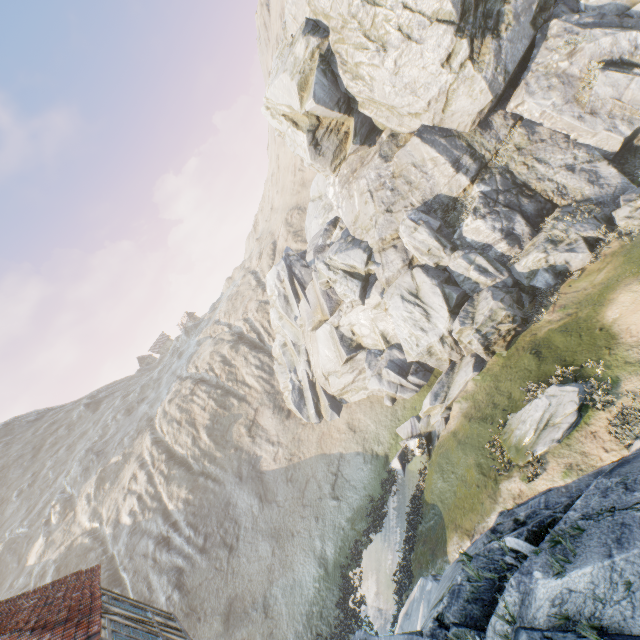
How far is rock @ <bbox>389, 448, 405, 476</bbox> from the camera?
19.4 meters

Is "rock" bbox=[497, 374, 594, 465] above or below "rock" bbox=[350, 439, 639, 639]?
below

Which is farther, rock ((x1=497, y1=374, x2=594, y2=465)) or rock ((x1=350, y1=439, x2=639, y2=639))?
rock ((x1=497, y1=374, x2=594, y2=465))

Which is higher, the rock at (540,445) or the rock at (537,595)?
the rock at (537,595)

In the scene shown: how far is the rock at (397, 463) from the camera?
19.41m

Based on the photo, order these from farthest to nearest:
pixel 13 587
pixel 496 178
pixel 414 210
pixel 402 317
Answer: pixel 13 587
pixel 402 317
pixel 414 210
pixel 496 178

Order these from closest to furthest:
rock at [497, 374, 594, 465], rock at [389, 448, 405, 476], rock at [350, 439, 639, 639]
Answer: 1. rock at [350, 439, 639, 639]
2. rock at [497, 374, 594, 465]
3. rock at [389, 448, 405, 476]
